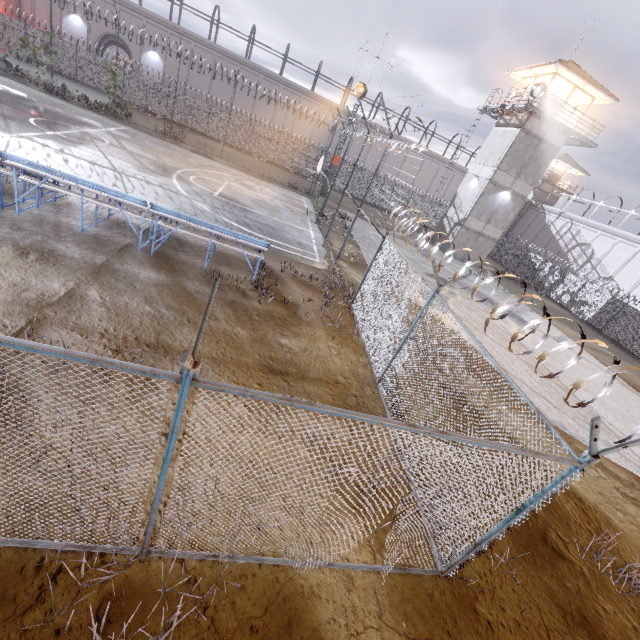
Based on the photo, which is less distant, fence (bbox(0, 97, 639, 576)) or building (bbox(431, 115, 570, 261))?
fence (bbox(0, 97, 639, 576))

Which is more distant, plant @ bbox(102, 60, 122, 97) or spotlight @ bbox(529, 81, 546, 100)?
plant @ bbox(102, 60, 122, 97)

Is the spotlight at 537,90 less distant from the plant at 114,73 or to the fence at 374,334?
the fence at 374,334

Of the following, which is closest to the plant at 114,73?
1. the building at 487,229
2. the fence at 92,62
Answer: the fence at 92,62

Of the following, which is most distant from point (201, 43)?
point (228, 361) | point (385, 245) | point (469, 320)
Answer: point (228, 361)

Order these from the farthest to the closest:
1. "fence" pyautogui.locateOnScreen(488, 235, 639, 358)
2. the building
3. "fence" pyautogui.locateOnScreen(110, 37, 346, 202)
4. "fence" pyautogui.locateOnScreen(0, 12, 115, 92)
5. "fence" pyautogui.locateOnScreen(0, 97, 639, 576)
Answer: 1. "fence" pyautogui.locateOnScreen(0, 12, 115, 92)
2. "fence" pyautogui.locateOnScreen(110, 37, 346, 202)
3. the building
4. "fence" pyautogui.locateOnScreen(488, 235, 639, 358)
5. "fence" pyautogui.locateOnScreen(0, 97, 639, 576)

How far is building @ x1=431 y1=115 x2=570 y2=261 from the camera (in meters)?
25.38

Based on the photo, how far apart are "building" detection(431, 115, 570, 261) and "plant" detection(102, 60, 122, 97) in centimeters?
2847cm
